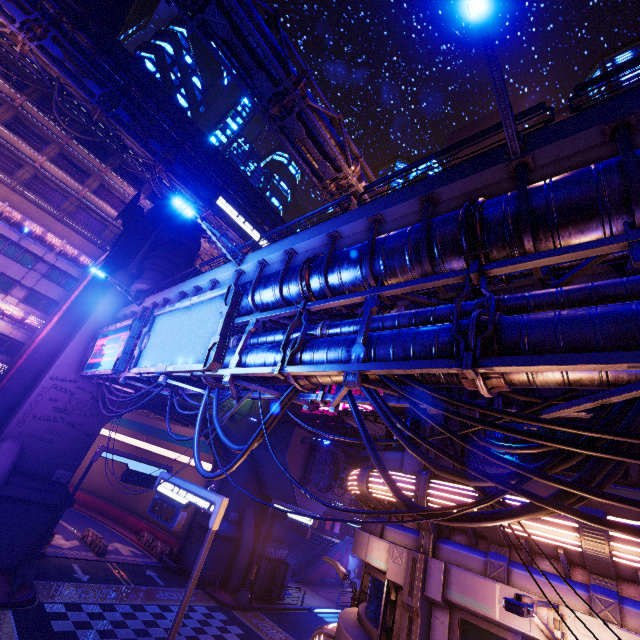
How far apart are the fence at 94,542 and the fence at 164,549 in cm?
486

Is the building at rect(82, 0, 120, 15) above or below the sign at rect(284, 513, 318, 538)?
above

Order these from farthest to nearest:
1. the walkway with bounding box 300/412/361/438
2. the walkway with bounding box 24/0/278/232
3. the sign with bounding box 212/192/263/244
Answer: the sign with bounding box 212/192/263/244 < the walkway with bounding box 300/412/361/438 < the walkway with bounding box 24/0/278/232

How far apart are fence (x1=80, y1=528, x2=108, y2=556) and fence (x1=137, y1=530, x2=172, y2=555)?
4.9 meters

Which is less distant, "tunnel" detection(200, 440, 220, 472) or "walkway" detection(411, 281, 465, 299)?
"walkway" detection(411, 281, 465, 299)

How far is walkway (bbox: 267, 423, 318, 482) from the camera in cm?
2806

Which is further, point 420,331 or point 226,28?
point 226,28

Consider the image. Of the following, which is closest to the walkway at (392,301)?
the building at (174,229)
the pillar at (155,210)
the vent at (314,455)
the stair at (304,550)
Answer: the building at (174,229)
